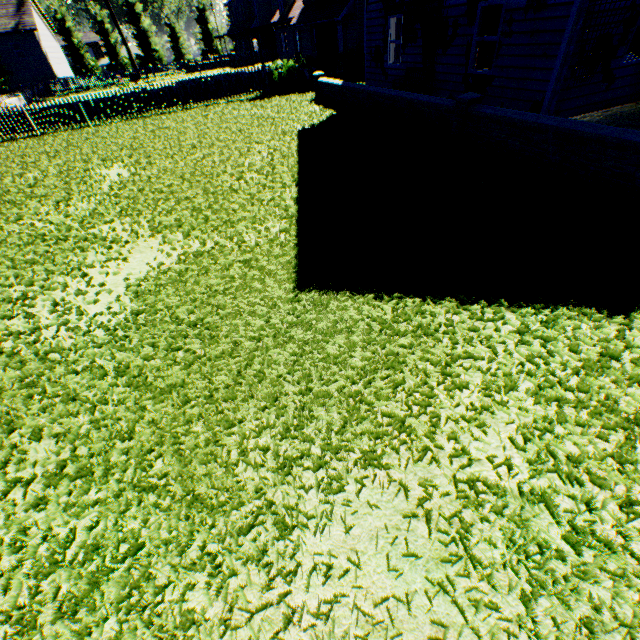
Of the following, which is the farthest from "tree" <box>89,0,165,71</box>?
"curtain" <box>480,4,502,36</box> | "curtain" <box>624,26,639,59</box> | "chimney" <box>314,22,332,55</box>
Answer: "chimney" <box>314,22,332,55</box>

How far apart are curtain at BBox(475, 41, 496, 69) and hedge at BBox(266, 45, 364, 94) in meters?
10.9

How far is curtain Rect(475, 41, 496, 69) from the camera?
9.4m

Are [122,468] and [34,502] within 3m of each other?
yes

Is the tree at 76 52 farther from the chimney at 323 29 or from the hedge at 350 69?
the chimney at 323 29

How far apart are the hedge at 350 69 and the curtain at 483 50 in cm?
1094

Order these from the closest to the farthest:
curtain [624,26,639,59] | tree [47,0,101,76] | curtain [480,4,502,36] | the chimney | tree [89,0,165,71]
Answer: curtain [624,26,639,59]
curtain [480,4,502,36]
the chimney
tree [89,0,165,71]
tree [47,0,101,76]

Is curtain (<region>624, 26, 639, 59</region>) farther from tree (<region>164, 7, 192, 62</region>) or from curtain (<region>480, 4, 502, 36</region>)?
tree (<region>164, 7, 192, 62</region>)
